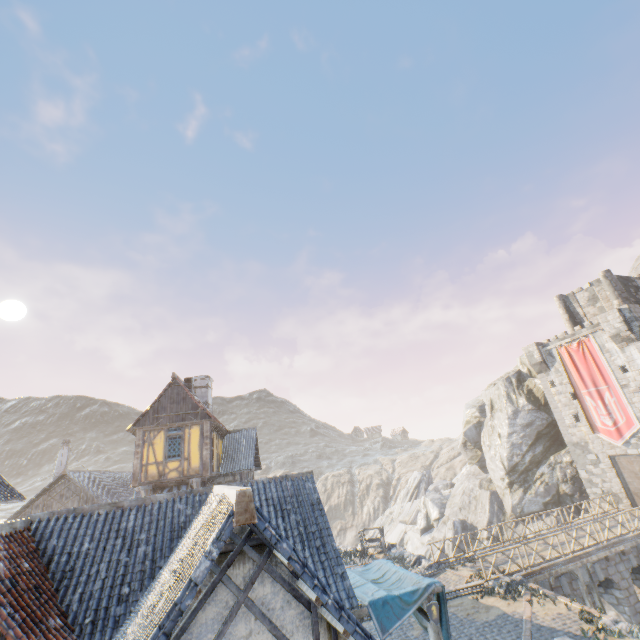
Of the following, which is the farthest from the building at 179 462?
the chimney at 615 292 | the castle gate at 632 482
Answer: → the chimney at 615 292

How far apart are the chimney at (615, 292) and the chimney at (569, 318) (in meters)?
3.19

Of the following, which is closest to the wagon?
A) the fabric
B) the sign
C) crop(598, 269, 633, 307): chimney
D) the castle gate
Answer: the fabric

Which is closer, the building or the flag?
the building

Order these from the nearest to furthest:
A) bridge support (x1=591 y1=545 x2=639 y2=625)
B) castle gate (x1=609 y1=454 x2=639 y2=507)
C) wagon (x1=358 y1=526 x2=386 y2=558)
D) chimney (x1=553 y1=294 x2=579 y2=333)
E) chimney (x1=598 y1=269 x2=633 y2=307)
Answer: bridge support (x1=591 y1=545 x2=639 y2=625) → wagon (x1=358 y1=526 x2=386 y2=558) → castle gate (x1=609 y1=454 x2=639 y2=507) → chimney (x1=598 y1=269 x2=633 y2=307) → chimney (x1=553 y1=294 x2=579 y2=333)

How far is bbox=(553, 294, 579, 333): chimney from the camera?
33.6m

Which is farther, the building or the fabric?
the building

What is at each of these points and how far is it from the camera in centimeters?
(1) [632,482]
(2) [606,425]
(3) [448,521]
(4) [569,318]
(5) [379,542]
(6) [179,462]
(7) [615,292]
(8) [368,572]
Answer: (1) castle gate, 2523cm
(2) flag, 2653cm
(3) rock, 4122cm
(4) chimney, 3397cm
(5) wagon, 2361cm
(6) building, 1827cm
(7) chimney, 3019cm
(8) fabric, 1113cm
